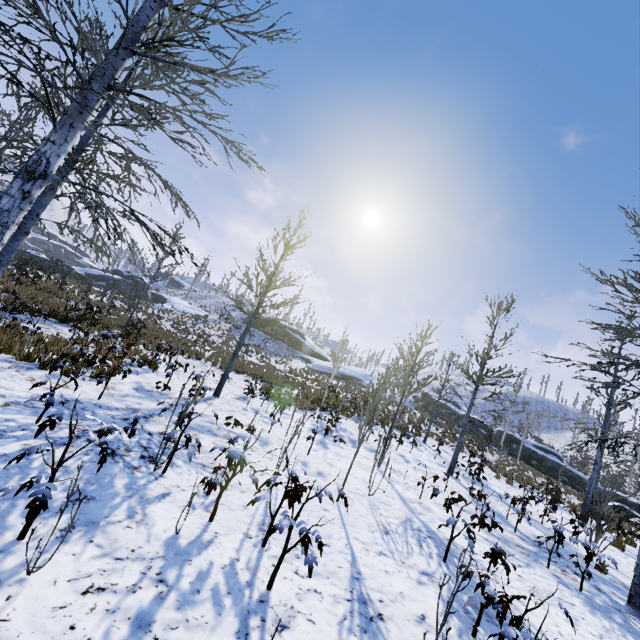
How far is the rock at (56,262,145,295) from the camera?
35.3 meters

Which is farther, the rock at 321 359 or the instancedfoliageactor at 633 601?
the rock at 321 359

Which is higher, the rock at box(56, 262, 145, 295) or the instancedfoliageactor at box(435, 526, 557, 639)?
the rock at box(56, 262, 145, 295)

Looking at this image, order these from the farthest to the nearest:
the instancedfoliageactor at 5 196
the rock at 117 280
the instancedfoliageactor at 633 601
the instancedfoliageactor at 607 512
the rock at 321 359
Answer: the rock at 321 359, the rock at 117 280, the instancedfoliageactor at 607 512, the instancedfoliageactor at 633 601, the instancedfoliageactor at 5 196

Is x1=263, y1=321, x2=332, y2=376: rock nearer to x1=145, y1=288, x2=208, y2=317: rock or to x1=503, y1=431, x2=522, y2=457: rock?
x1=145, y1=288, x2=208, y2=317: rock

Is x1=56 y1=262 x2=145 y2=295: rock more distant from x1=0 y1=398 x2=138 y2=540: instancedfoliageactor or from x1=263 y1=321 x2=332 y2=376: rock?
x1=0 y1=398 x2=138 y2=540: instancedfoliageactor

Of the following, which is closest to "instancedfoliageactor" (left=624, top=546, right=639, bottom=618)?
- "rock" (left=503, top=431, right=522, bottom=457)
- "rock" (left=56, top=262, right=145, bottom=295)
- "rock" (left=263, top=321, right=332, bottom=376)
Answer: "rock" (left=503, top=431, right=522, bottom=457)

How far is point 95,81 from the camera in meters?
4.6
